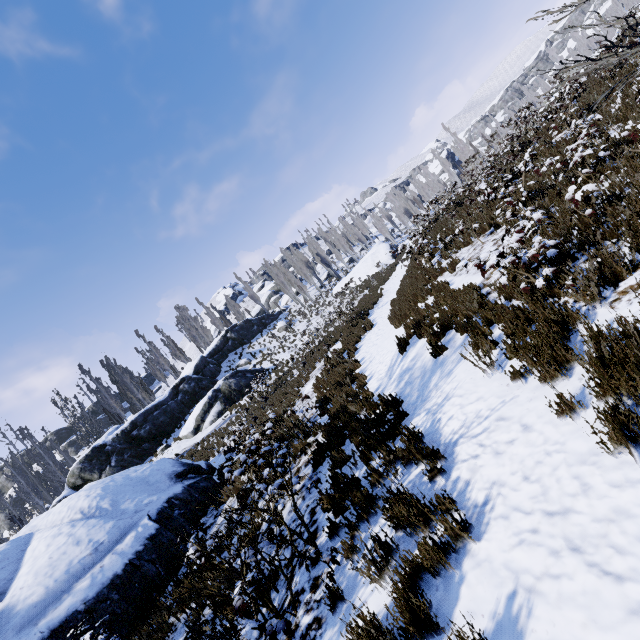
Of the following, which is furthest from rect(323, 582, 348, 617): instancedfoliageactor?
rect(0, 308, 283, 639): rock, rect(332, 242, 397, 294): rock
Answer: rect(0, 308, 283, 639): rock

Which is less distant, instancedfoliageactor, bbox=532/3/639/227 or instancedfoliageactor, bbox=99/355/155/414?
instancedfoliageactor, bbox=532/3/639/227

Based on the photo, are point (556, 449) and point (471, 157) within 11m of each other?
no

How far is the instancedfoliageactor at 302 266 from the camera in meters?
46.6

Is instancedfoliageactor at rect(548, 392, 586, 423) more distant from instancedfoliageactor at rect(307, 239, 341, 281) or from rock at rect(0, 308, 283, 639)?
instancedfoliageactor at rect(307, 239, 341, 281)

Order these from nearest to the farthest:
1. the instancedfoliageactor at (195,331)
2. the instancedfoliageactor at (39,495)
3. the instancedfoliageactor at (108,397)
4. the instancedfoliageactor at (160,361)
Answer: the instancedfoliageactor at (39,495) → the instancedfoliageactor at (108,397) → the instancedfoliageactor at (160,361) → the instancedfoliageactor at (195,331)
